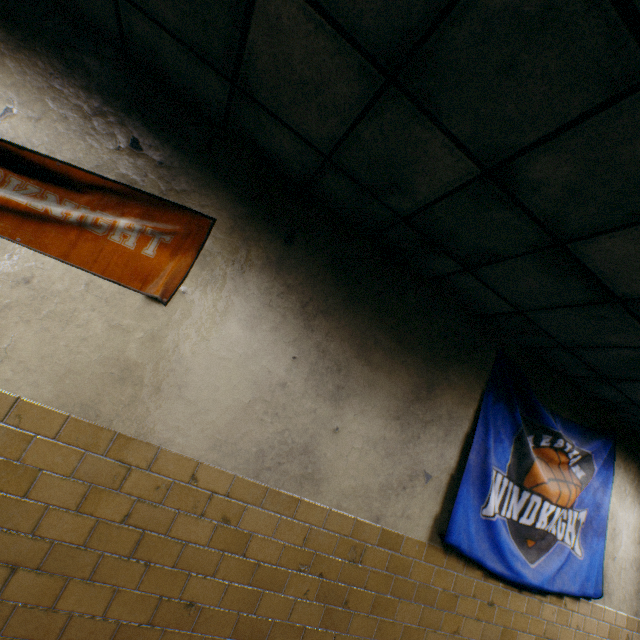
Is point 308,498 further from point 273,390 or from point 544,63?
point 544,63

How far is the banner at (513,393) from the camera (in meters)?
2.86

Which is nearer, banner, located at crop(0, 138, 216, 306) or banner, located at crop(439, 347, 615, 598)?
banner, located at crop(0, 138, 216, 306)

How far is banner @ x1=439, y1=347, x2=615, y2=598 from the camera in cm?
A: 286

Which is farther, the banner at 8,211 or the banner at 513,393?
the banner at 513,393
